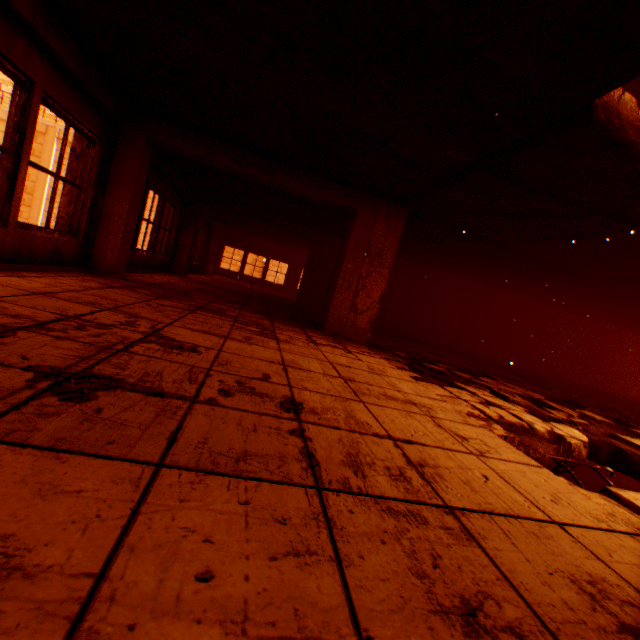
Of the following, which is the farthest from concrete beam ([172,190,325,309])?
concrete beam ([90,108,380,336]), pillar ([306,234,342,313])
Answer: concrete beam ([90,108,380,336])

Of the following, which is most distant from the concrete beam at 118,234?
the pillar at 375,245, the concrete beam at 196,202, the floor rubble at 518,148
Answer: the concrete beam at 196,202

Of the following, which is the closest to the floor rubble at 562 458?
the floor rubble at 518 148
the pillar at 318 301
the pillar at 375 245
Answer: the pillar at 375 245

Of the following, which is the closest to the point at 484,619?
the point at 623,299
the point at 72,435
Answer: the point at 72,435

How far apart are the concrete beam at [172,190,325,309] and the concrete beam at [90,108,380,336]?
4.5m

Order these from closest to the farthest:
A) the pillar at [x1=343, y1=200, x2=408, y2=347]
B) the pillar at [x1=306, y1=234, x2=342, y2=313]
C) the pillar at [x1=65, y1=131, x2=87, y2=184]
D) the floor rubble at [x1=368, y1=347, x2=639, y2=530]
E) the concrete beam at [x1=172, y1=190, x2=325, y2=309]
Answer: the floor rubble at [x1=368, y1=347, x2=639, y2=530] → the pillar at [x1=65, y1=131, x2=87, y2=184] → the pillar at [x1=343, y1=200, x2=408, y2=347] → the concrete beam at [x1=172, y1=190, x2=325, y2=309] → the pillar at [x1=306, y1=234, x2=342, y2=313]

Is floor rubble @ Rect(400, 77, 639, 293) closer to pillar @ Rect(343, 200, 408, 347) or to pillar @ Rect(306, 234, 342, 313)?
pillar @ Rect(343, 200, 408, 347)

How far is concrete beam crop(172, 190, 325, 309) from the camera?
9.97m
